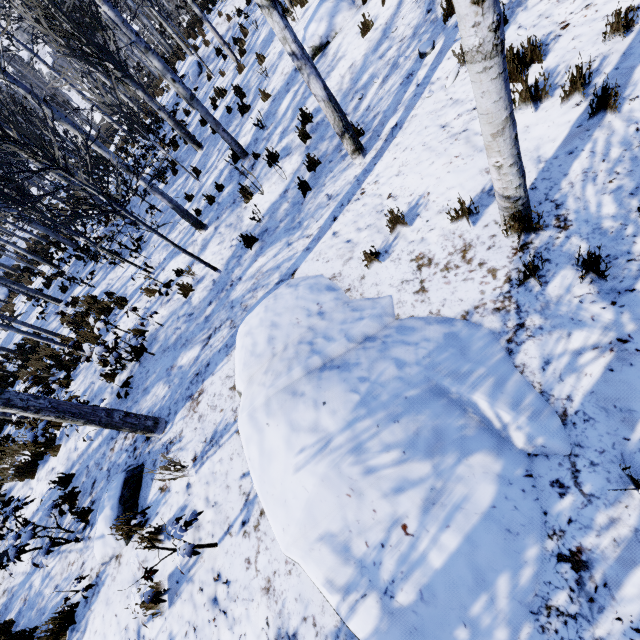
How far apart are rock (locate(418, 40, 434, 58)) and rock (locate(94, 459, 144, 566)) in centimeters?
817cm

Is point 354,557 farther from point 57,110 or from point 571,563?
point 57,110

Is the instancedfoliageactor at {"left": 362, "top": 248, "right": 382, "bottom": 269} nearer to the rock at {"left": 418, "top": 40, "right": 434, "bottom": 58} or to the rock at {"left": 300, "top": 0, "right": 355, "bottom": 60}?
the rock at {"left": 300, "top": 0, "right": 355, "bottom": 60}

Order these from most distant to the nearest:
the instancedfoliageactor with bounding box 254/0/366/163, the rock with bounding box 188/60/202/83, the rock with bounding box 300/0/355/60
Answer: the rock with bounding box 188/60/202/83
the rock with bounding box 300/0/355/60
the instancedfoliageactor with bounding box 254/0/366/163

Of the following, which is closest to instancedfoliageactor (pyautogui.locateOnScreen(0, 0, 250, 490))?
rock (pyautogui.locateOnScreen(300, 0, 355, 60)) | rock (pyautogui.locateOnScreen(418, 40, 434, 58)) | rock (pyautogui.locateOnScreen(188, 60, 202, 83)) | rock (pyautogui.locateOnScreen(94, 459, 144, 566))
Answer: rock (pyautogui.locateOnScreen(188, 60, 202, 83))

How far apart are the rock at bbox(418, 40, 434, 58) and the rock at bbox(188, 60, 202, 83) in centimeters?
1319cm

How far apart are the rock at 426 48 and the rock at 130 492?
8.2 meters

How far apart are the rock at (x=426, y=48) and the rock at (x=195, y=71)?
13.2 meters
